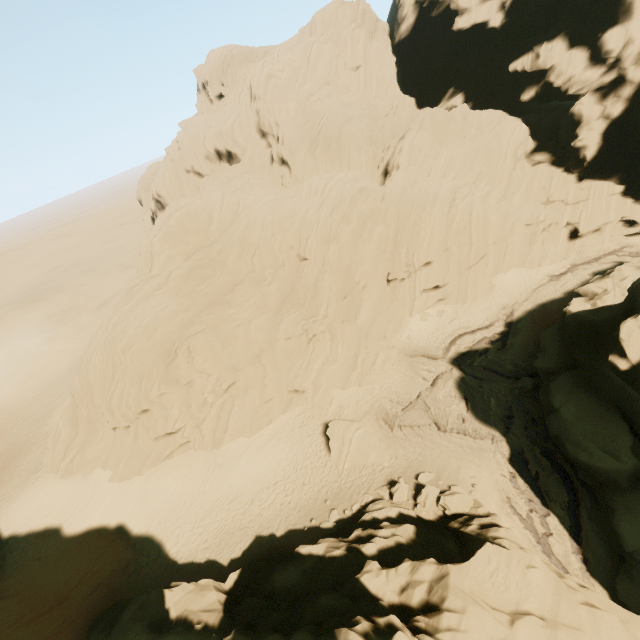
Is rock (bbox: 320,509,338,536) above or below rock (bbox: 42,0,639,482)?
below

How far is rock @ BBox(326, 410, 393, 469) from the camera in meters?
22.0

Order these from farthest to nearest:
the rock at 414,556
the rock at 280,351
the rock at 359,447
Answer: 1. the rock at 280,351
2. the rock at 359,447
3. the rock at 414,556

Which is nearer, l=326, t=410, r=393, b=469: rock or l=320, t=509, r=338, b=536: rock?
l=320, t=509, r=338, b=536: rock

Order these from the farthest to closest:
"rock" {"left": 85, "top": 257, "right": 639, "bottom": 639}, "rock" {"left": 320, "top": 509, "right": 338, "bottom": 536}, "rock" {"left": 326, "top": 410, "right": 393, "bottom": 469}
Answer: "rock" {"left": 326, "top": 410, "right": 393, "bottom": 469} < "rock" {"left": 320, "top": 509, "right": 338, "bottom": 536} < "rock" {"left": 85, "top": 257, "right": 639, "bottom": 639}

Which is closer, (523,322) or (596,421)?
(596,421)

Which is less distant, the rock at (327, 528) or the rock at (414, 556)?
the rock at (414, 556)
